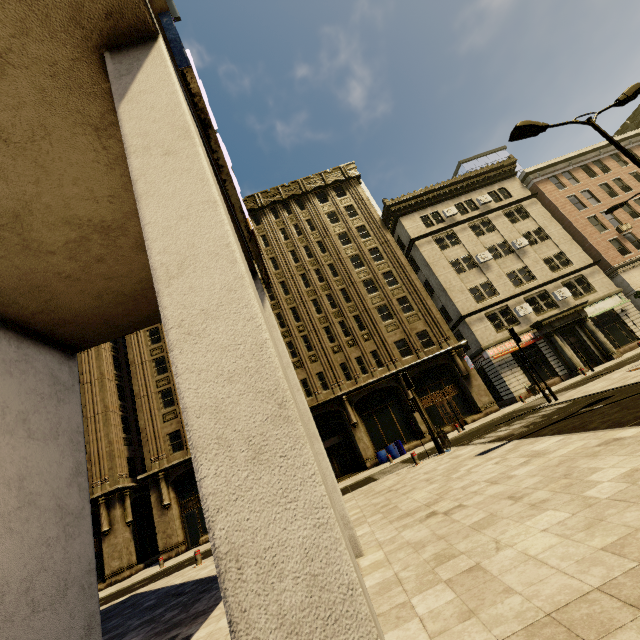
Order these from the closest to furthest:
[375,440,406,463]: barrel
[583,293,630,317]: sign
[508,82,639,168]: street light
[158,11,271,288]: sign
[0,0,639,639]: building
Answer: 1. [0,0,639,639]: building
2. [158,11,271,288]: sign
3. [508,82,639,168]: street light
4. [375,440,406,463]: barrel
5. [583,293,630,317]: sign

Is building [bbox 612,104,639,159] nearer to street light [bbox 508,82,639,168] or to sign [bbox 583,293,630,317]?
sign [bbox 583,293,630,317]

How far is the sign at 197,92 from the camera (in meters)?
3.57

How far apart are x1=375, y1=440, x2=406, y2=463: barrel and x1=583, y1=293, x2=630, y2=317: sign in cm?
1944

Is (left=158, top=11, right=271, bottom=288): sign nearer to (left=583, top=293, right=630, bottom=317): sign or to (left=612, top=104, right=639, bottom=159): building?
(left=612, top=104, right=639, bottom=159): building

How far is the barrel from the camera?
22.9 meters

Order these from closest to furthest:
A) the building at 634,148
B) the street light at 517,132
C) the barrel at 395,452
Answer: the street light at 517,132, the barrel at 395,452, the building at 634,148

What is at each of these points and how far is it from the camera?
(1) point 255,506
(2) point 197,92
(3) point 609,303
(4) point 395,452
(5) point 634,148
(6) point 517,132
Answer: (1) building, 1.6m
(2) sign, 3.7m
(3) sign, 28.0m
(4) barrel, 22.9m
(5) building, 35.3m
(6) street light, 9.7m
